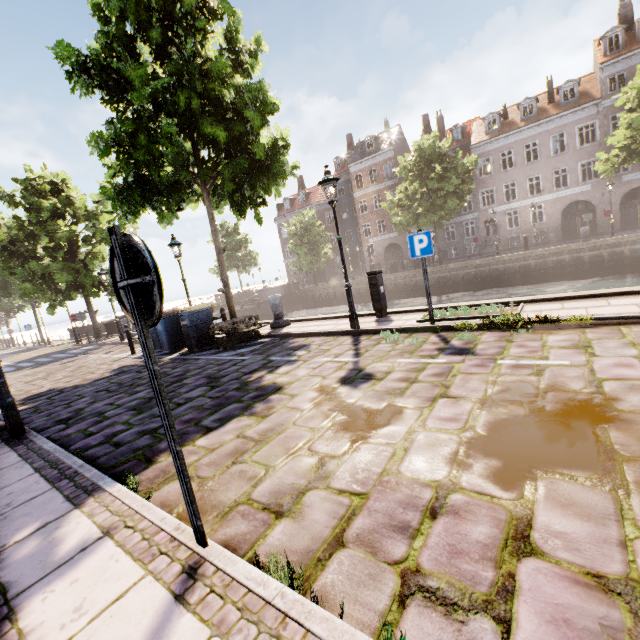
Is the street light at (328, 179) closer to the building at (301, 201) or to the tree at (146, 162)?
the tree at (146, 162)

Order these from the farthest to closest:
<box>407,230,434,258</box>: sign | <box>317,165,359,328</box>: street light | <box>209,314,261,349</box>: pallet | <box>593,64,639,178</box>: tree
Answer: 1. <box>593,64,639,178</box>: tree
2. <box>209,314,261,349</box>: pallet
3. <box>317,165,359,328</box>: street light
4. <box>407,230,434,258</box>: sign

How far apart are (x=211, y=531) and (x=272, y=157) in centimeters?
1126cm

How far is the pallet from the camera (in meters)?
9.04

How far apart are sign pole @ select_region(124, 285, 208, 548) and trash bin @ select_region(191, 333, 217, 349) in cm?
855

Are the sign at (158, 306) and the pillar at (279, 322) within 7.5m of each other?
no

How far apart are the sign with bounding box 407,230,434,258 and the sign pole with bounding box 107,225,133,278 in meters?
5.7 m

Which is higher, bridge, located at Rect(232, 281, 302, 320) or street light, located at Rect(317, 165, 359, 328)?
street light, located at Rect(317, 165, 359, 328)
